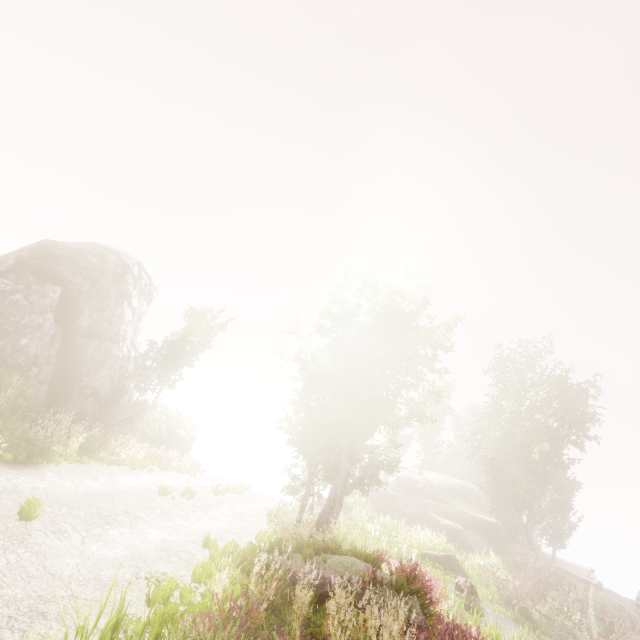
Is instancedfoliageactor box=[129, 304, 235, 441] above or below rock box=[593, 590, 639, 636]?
above

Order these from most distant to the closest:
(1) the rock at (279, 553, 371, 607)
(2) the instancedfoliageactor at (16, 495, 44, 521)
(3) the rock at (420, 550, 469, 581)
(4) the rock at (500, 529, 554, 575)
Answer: (4) the rock at (500, 529, 554, 575), (3) the rock at (420, 550, 469, 581), (1) the rock at (279, 553, 371, 607), (2) the instancedfoliageactor at (16, 495, 44, 521)

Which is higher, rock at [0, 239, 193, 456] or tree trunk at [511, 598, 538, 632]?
rock at [0, 239, 193, 456]

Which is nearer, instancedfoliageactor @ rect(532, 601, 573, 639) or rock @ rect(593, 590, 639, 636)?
instancedfoliageactor @ rect(532, 601, 573, 639)

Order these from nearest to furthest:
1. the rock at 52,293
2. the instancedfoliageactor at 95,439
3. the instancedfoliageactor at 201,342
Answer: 1. the instancedfoliageactor at 95,439
2. the rock at 52,293
3. the instancedfoliageactor at 201,342

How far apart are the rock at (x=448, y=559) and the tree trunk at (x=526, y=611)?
1.94m

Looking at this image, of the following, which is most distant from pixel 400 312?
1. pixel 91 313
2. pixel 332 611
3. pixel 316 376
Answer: pixel 91 313

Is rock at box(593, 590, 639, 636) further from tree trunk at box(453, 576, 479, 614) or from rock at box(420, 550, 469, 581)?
tree trunk at box(453, 576, 479, 614)
